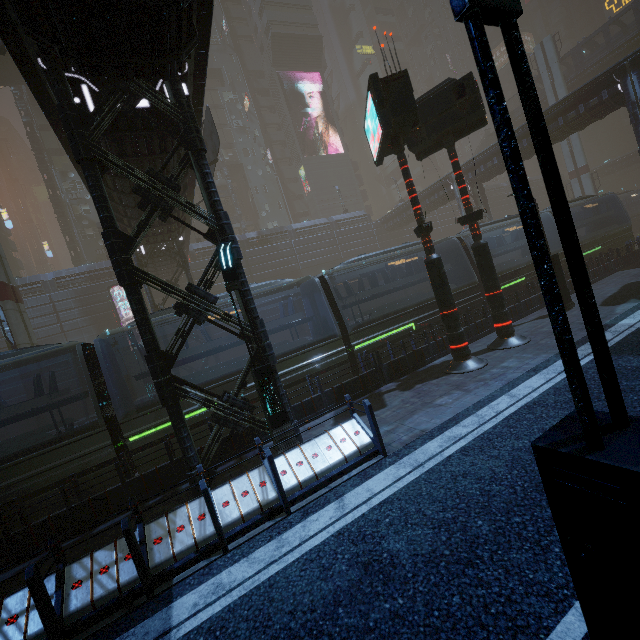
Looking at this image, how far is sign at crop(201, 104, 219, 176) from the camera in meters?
16.2 m

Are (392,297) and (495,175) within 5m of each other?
no

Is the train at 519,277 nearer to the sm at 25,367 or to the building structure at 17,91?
the sm at 25,367

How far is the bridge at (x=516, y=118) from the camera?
46.69m

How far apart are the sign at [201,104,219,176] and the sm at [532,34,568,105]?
47.29m

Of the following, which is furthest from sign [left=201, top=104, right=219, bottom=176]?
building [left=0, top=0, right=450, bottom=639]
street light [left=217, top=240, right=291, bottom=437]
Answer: street light [left=217, top=240, right=291, bottom=437]

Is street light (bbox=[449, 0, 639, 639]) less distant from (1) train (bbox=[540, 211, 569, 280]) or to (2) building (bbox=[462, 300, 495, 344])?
(2) building (bbox=[462, 300, 495, 344])

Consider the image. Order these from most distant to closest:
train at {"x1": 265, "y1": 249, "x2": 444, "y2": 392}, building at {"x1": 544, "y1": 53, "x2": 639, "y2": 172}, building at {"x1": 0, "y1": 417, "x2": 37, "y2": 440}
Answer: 1. building at {"x1": 0, "y1": 417, "x2": 37, "y2": 440}
2. building at {"x1": 544, "y1": 53, "x2": 639, "y2": 172}
3. train at {"x1": 265, "y1": 249, "x2": 444, "y2": 392}
